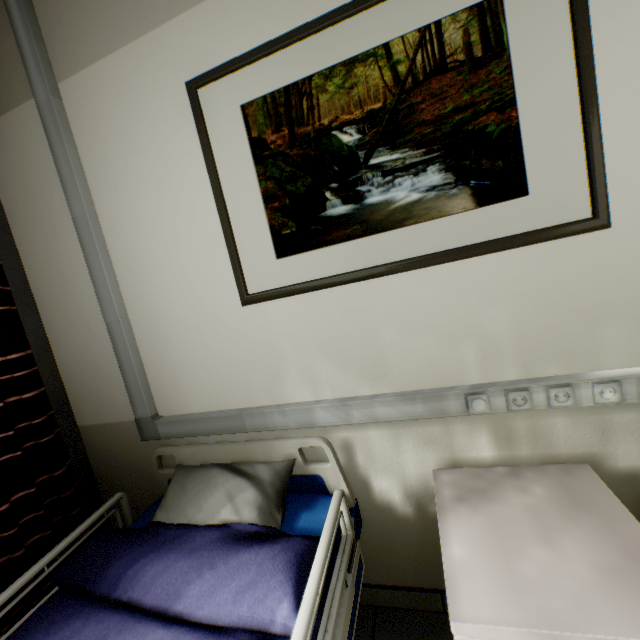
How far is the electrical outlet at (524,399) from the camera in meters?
1.1

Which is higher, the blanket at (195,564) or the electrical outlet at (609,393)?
the electrical outlet at (609,393)

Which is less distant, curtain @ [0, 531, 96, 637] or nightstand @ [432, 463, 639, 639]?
nightstand @ [432, 463, 639, 639]

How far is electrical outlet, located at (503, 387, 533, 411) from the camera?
1.1 meters

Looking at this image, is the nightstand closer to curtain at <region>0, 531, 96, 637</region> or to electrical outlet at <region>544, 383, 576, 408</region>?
electrical outlet at <region>544, 383, 576, 408</region>

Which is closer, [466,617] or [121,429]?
[466,617]

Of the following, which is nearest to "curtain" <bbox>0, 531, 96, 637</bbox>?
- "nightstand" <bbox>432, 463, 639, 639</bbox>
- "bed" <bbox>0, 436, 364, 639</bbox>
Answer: "bed" <bbox>0, 436, 364, 639</bbox>
